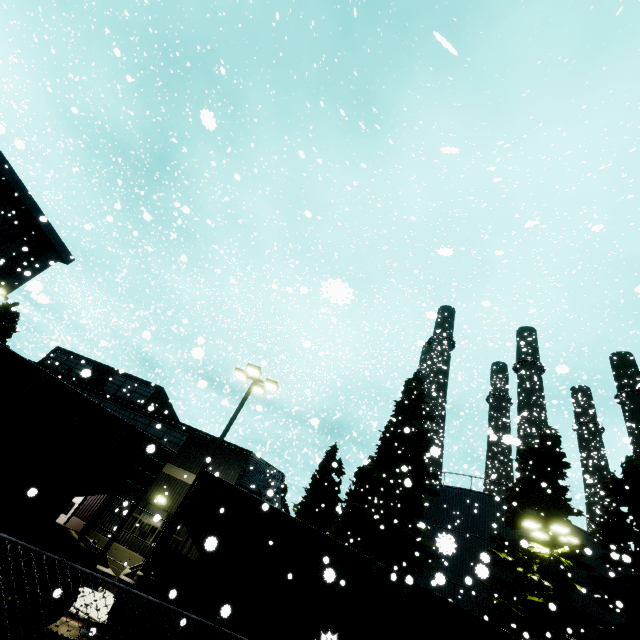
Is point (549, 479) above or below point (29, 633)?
above

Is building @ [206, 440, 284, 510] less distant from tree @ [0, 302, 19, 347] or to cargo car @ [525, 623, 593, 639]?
tree @ [0, 302, 19, 347]

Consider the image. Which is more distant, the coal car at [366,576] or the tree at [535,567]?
the tree at [535,567]

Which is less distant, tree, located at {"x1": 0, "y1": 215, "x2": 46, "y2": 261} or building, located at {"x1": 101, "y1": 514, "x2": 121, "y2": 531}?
building, located at {"x1": 101, "y1": 514, "x2": 121, "y2": 531}

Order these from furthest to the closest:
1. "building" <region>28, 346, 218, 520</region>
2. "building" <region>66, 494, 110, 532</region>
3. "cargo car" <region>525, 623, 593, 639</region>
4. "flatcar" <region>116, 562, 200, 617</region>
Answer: "building" <region>28, 346, 218, 520</region>, "building" <region>66, 494, 110, 532</region>, "cargo car" <region>525, 623, 593, 639</region>, "flatcar" <region>116, 562, 200, 617</region>

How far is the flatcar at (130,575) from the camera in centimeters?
782cm

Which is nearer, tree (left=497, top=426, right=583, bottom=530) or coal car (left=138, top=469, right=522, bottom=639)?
coal car (left=138, top=469, right=522, bottom=639)

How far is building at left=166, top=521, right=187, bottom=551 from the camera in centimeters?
1562cm
